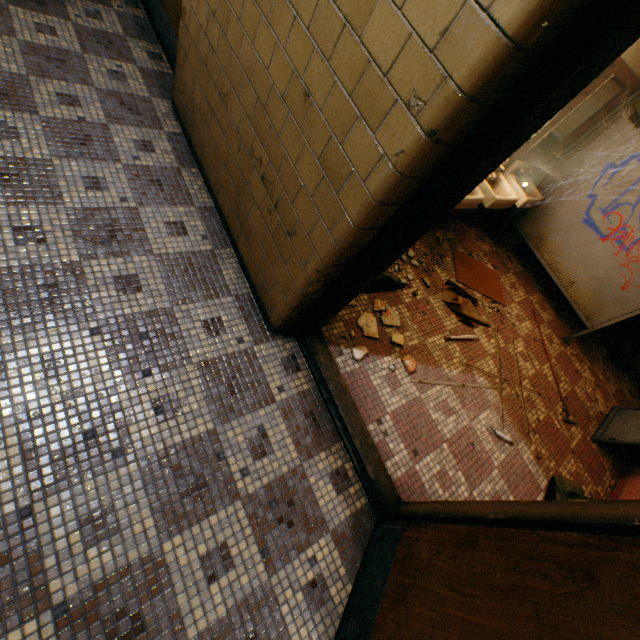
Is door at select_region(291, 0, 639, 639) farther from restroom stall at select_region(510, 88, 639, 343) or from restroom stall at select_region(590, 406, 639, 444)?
restroom stall at select_region(510, 88, 639, 343)

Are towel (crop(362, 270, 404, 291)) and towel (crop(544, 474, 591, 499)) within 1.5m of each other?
no

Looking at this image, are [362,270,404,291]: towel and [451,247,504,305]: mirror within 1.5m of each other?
yes

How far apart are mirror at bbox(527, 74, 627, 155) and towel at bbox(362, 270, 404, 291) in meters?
2.1

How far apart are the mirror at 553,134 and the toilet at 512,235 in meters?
0.9 m

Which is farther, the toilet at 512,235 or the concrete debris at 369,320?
the toilet at 512,235

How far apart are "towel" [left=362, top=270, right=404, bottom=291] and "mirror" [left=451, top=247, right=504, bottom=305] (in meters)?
0.94

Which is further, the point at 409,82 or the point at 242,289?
the point at 242,289
